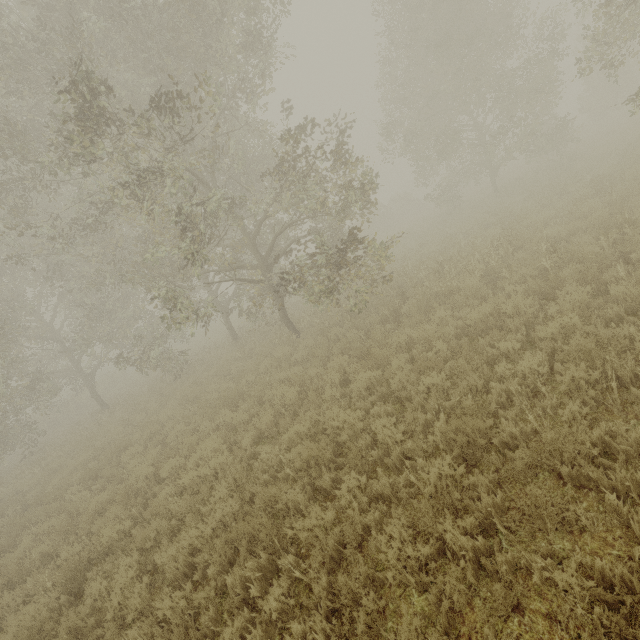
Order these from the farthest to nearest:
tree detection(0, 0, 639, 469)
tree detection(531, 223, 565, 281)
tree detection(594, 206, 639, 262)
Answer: tree detection(0, 0, 639, 469) → tree detection(531, 223, 565, 281) → tree detection(594, 206, 639, 262)

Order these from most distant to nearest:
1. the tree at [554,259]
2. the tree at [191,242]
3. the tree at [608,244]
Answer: the tree at [191,242] → the tree at [554,259] → the tree at [608,244]

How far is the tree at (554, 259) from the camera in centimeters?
744cm

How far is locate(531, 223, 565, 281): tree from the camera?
7.44m

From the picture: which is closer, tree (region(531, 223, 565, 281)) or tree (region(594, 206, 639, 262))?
tree (region(594, 206, 639, 262))

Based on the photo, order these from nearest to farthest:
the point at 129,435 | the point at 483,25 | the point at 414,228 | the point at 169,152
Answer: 1. the point at 169,152
2. the point at 129,435
3. the point at 483,25
4. the point at 414,228
